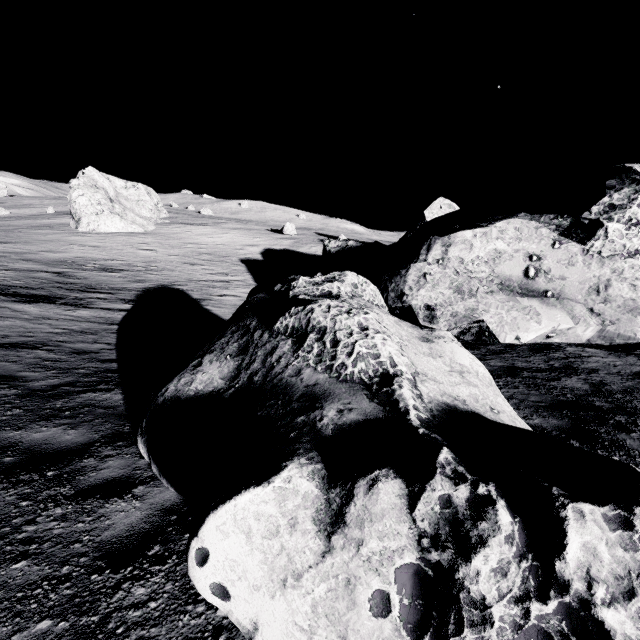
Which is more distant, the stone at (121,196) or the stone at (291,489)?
the stone at (121,196)

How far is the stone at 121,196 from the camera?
37.4m

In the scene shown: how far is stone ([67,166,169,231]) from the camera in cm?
3744

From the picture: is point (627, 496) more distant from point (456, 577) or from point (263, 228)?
point (263, 228)

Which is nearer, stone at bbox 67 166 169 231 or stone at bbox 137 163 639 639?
stone at bbox 137 163 639 639
